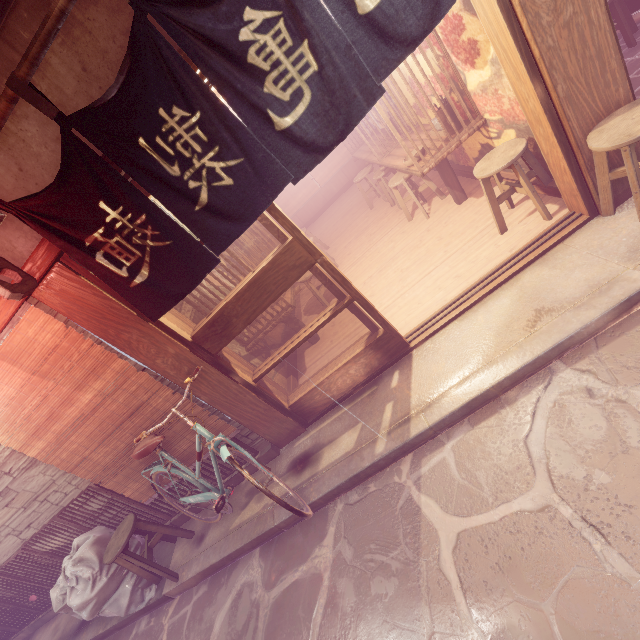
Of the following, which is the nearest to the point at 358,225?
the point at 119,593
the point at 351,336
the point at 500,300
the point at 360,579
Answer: the point at 351,336

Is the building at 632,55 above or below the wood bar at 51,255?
below

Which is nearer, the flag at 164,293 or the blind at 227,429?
the flag at 164,293

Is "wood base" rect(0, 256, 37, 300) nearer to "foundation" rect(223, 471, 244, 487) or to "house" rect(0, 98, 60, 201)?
"house" rect(0, 98, 60, 201)

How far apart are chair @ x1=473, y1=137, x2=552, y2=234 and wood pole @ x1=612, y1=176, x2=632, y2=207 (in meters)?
0.72

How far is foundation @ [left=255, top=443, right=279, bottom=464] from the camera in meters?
6.8

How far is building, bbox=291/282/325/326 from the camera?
10.14m

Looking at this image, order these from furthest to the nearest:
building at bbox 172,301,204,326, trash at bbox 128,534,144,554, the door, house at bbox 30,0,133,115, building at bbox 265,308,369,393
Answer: building at bbox 265,308,369,393, trash at bbox 128,534,144,554, building at bbox 172,301,204,326, the door, house at bbox 30,0,133,115
